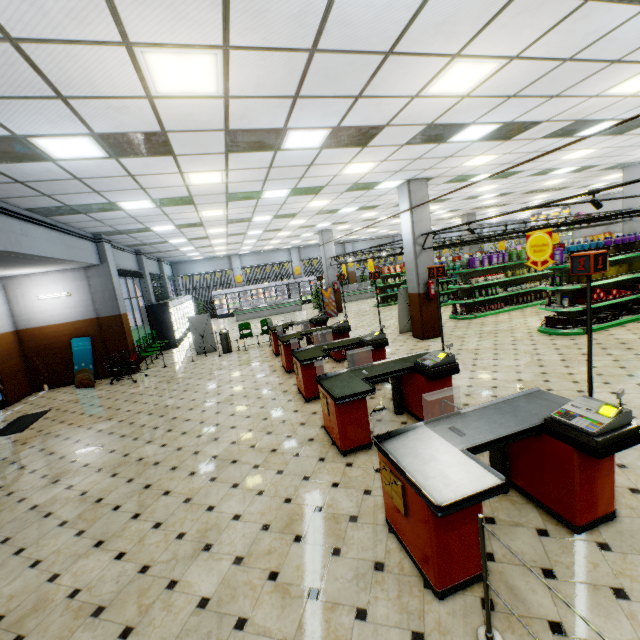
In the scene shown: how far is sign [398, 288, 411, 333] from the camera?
11.4 meters

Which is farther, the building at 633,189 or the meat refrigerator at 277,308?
the meat refrigerator at 277,308

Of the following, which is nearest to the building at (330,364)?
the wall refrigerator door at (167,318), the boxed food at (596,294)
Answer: the wall refrigerator door at (167,318)

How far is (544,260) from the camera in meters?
6.3

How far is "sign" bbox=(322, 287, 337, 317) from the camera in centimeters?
1817cm

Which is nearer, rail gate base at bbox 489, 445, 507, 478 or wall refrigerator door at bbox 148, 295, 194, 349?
rail gate base at bbox 489, 445, 507, 478

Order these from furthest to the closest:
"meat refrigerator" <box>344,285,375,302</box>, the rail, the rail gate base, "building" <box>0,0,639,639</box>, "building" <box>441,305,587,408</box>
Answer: "meat refrigerator" <box>344,285,375,302</box>, "building" <box>441,305,587,408</box>, the rail gate base, "building" <box>0,0,639,639</box>, the rail

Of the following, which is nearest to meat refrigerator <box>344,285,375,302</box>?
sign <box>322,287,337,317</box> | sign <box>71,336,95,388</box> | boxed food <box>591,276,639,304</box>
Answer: sign <box>322,287,337,317</box>
